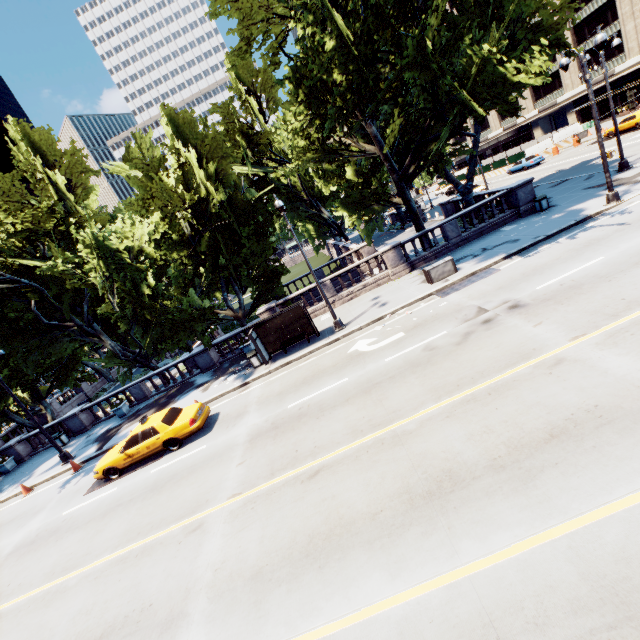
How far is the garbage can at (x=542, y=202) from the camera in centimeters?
1978cm

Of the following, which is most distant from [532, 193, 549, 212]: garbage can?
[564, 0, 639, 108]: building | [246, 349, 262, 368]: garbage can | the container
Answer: [564, 0, 639, 108]: building

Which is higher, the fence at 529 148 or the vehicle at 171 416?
the fence at 529 148

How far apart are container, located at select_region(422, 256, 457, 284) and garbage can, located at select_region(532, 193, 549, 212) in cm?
794

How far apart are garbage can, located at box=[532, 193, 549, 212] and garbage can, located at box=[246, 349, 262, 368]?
19.4 meters

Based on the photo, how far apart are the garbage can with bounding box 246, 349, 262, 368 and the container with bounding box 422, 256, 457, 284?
10.2 meters

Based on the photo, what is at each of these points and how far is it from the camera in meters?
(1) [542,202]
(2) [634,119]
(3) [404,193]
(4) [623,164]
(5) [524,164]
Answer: (1) garbage can, 19.8
(2) vehicle, 31.0
(3) tree, 20.4
(4) light, 20.1
(5) vehicle, 40.3

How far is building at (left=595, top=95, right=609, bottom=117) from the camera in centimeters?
4575cm
